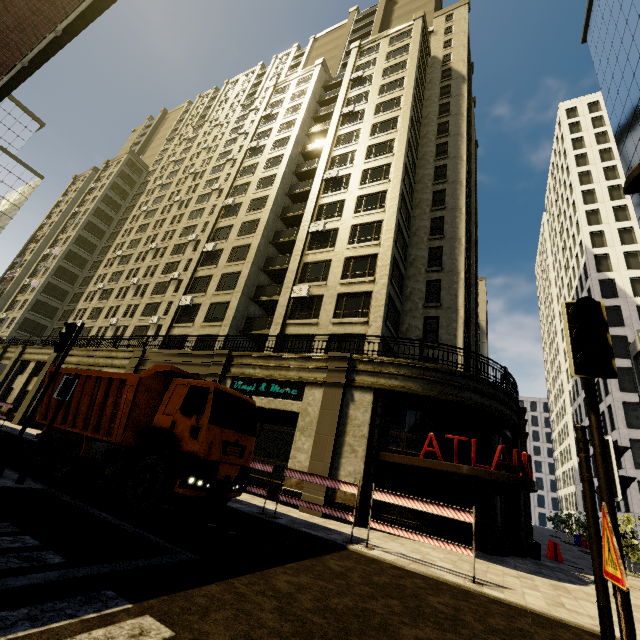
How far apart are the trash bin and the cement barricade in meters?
1.7

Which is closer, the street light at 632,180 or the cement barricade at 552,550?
the street light at 632,180

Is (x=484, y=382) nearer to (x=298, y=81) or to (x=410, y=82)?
(x=410, y=82)

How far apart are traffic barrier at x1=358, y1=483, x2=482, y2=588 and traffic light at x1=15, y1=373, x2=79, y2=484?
8.5m

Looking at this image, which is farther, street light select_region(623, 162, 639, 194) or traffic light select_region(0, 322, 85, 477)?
traffic light select_region(0, 322, 85, 477)

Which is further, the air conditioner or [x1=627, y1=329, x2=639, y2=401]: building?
[x1=627, y1=329, x2=639, y2=401]: building

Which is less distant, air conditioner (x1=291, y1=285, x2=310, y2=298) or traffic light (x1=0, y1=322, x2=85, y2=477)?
traffic light (x1=0, y1=322, x2=85, y2=477)

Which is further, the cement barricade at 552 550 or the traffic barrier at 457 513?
the cement barricade at 552 550
